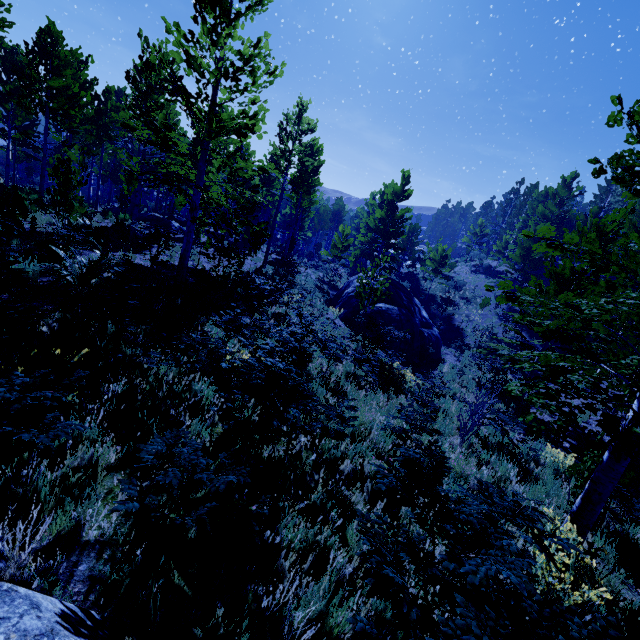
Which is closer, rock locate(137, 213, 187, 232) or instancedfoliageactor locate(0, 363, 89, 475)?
instancedfoliageactor locate(0, 363, 89, 475)

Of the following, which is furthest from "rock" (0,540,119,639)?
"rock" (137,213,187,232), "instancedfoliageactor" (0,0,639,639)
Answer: "rock" (137,213,187,232)

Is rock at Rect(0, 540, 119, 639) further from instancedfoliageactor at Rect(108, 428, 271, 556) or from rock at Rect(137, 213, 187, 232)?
rock at Rect(137, 213, 187, 232)

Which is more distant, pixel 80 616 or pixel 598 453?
pixel 598 453

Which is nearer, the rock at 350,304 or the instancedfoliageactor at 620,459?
the instancedfoliageactor at 620,459

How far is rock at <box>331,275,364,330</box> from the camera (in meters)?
17.97

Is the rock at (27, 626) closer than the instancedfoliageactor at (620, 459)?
Yes

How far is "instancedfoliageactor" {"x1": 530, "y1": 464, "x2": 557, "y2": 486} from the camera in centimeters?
706cm
